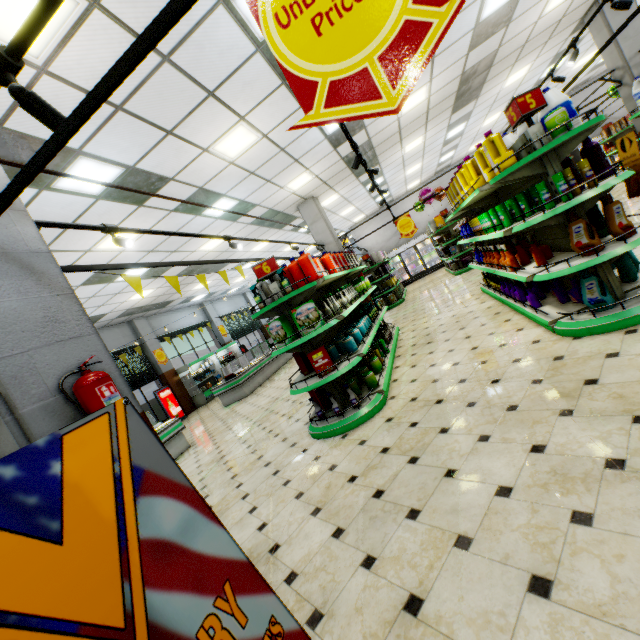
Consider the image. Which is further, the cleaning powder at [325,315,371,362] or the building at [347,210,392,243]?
the building at [347,210,392,243]

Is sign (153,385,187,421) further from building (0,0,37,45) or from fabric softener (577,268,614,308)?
fabric softener (577,268,614,308)

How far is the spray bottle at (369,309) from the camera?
6.6m

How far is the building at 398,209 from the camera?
19.5 meters

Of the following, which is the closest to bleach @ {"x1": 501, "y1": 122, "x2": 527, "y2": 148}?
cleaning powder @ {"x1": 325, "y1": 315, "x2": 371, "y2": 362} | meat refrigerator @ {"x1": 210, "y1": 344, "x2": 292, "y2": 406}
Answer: cleaning powder @ {"x1": 325, "y1": 315, "x2": 371, "y2": 362}

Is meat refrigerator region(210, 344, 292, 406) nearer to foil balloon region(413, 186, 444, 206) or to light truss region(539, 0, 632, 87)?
light truss region(539, 0, 632, 87)

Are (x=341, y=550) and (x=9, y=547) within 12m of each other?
yes

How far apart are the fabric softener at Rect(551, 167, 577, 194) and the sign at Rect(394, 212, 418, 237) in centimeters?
758cm
